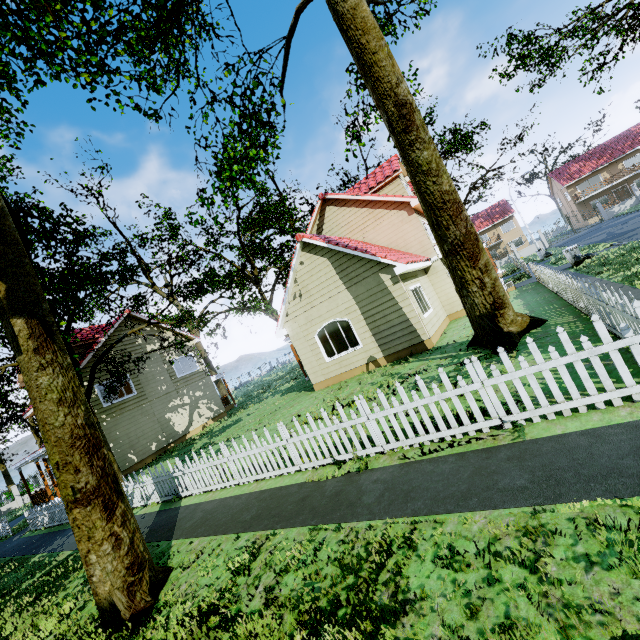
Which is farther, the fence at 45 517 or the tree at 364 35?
the fence at 45 517

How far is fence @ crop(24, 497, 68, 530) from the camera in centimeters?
1338cm

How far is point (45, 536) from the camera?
12.9 meters

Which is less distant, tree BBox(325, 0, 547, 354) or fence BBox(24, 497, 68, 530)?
tree BBox(325, 0, 547, 354)

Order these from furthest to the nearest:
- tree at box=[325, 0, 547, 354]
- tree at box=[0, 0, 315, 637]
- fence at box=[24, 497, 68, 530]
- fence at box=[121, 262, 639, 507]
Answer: fence at box=[24, 497, 68, 530], tree at box=[325, 0, 547, 354], tree at box=[0, 0, 315, 637], fence at box=[121, 262, 639, 507]

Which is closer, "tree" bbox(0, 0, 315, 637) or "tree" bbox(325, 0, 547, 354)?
"tree" bbox(0, 0, 315, 637)

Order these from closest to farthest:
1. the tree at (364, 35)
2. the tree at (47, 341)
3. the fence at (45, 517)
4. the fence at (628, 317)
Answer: the fence at (628, 317), the tree at (47, 341), the tree at (364, 35), the fence at (45, 517)
